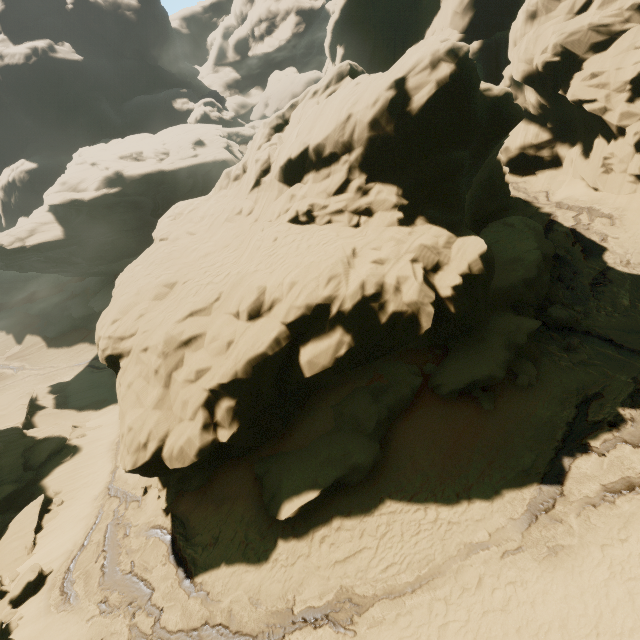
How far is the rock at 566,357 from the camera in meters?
12.4 m

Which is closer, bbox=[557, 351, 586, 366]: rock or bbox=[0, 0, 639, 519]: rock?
bbox=[0, 0, 639, 519]: rock

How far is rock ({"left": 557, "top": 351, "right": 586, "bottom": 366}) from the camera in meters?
A: 12.4 m

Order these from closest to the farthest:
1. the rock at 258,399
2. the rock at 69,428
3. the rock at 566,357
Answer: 1. the rock at 258,399
2. the rock at 566,357
3. the rock at 69,428

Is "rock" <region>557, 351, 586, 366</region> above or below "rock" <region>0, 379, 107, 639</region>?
above

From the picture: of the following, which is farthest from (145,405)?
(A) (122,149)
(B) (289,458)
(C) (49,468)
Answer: (A) (122,149)
